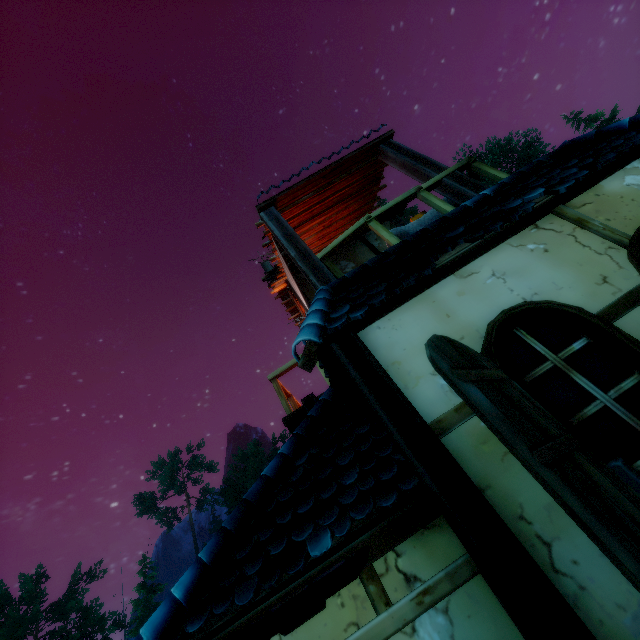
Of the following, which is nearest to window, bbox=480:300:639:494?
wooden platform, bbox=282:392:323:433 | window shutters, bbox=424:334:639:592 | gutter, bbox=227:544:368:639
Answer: window shutters, bbox=424:334:639:592

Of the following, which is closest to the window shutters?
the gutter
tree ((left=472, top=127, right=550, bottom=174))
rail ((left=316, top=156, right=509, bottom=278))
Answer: the gutter

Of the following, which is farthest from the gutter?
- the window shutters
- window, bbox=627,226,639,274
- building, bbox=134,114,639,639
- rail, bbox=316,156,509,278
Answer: window, bbox=627,226,639,274

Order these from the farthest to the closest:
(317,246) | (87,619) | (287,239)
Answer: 1. (87,619)
2. (317,246)
3. (287,239)

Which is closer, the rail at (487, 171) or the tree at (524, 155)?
the rail at (487, 171)

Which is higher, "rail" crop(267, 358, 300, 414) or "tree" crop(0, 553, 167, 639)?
"tree" crop(0, 553, 167, 639)

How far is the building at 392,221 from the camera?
8.3 meters

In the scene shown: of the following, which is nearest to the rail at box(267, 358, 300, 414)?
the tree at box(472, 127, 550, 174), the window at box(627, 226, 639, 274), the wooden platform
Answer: the wooden platform
